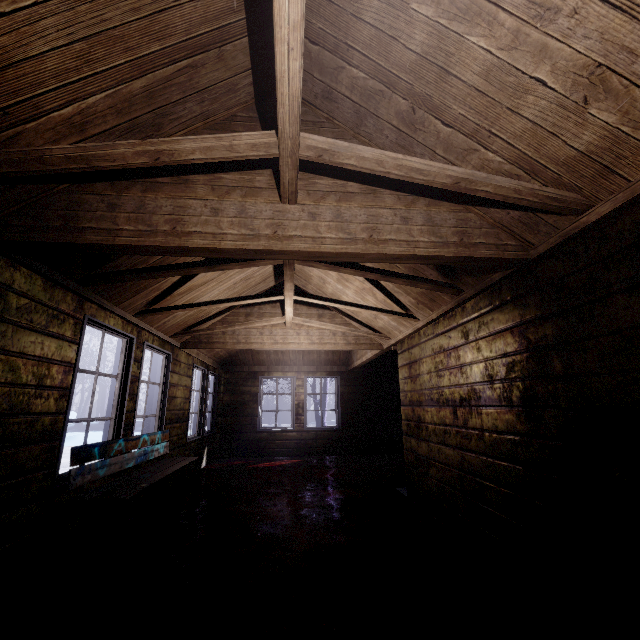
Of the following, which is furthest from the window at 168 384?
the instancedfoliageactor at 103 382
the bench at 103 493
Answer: the instancedfoliageactor at 103 382

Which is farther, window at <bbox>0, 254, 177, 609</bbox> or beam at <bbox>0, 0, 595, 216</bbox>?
window at <bbox>0, 254, 177, 609</bbox>

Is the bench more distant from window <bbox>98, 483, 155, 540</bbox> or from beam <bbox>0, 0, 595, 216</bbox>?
beam <bbox>0, 0, 595, 216</bbox>

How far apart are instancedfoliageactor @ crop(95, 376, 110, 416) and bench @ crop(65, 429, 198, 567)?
16.62m

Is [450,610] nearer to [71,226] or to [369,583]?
[369,583]

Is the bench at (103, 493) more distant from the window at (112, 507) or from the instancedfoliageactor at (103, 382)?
the instancedfoliageactor at (103, 382)

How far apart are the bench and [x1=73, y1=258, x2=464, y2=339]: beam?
1.2m

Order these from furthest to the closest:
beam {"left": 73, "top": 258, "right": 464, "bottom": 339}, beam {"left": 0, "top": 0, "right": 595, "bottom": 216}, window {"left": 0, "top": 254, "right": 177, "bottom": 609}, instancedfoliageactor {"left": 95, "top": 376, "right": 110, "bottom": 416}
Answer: instancedfoliageactor {"left": 95, "top": 376, "right": 110, "bottom": 416}
beam {"left": 73, "top": 258, "right": 464, "bottom": 339}
window {"left": 0, "top": 254, "right": 177, "bottom": 609}
beam {"left": 0, "top": 0, "right": 595, "bottom": 216}
